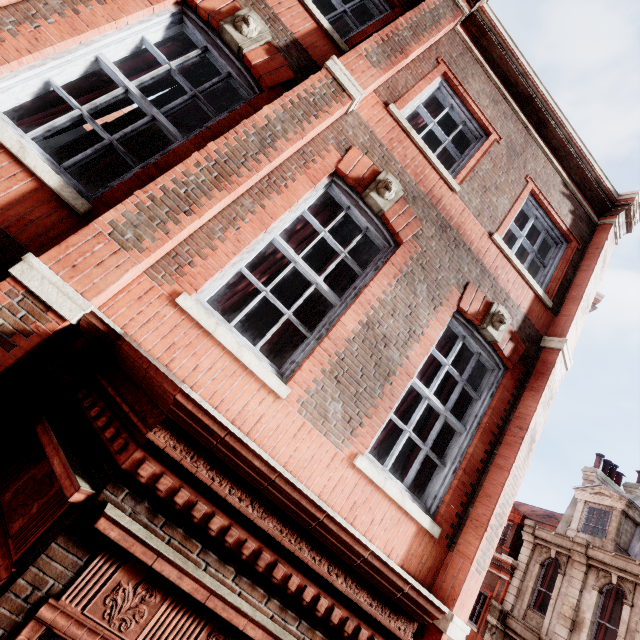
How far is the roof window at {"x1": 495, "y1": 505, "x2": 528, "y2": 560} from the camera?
17.2 meters

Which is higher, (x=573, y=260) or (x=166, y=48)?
(x=573, y=260)

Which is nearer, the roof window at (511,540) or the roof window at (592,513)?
the roof window at (592,513)

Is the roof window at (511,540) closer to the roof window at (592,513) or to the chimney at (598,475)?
the roof window at (592,513)

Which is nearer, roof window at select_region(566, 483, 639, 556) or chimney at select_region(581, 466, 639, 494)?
roof window at select_region(566, 483, 639, 556)

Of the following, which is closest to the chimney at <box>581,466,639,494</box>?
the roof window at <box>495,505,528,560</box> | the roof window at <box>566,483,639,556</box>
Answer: the roof window at <box>566,483,639,556</box>

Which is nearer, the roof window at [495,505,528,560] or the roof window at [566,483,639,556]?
the roof window at [566,483,639,556]
